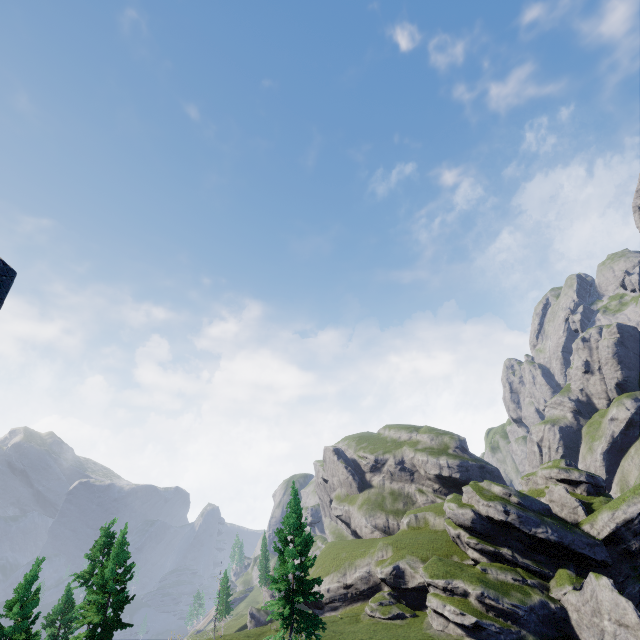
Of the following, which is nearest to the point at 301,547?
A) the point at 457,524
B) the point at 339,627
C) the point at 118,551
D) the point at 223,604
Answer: the point at 118,551

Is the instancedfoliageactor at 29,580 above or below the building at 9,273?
below

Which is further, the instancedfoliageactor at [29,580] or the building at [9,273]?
the instancedfoliageactor at [29,580]

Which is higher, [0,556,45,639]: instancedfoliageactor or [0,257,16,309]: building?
[0,257,16,309]: building

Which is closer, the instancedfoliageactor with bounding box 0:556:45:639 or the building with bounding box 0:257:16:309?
the building with bounding box 0:257:16:309
